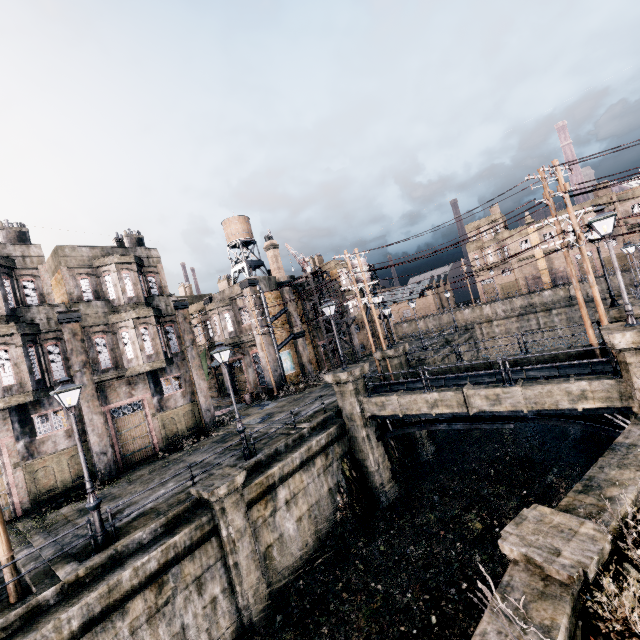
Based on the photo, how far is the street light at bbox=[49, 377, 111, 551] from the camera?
10.6 meters

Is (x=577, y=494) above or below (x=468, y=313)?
below

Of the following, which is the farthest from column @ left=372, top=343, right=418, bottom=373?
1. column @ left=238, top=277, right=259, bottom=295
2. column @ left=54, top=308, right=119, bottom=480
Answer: column @ left=54, top=308, right=119, bottom=480

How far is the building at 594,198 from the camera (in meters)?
51.59

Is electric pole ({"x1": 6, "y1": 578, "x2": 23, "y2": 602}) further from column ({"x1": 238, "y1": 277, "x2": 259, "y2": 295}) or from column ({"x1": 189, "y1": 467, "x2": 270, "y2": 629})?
column ({"x1": 238, "y1": 277, "x2": 259, "y2": 295})

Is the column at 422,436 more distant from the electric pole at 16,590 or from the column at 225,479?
the electric pole at 16,590

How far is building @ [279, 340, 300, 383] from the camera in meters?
34.0 m

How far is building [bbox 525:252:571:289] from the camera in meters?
56.6
